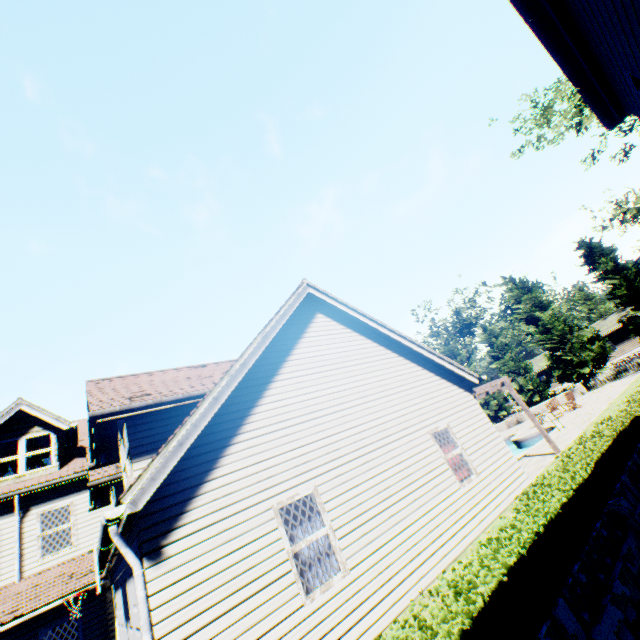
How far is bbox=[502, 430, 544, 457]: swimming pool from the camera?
15.92m

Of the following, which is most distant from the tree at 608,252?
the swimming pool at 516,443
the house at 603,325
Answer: the swimming pool at 516,443

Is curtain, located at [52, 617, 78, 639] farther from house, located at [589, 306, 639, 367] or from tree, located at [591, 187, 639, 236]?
house, located at [589, 306, 639, 367]

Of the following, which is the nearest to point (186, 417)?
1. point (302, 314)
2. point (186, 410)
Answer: point (186, 410)

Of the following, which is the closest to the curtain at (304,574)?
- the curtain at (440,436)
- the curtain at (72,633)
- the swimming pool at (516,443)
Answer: the curtain at (440,436)

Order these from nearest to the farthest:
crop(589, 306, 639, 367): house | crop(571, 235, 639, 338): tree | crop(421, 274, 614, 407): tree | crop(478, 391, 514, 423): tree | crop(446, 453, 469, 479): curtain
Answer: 1. crop(446, 453, 469, 479): curtain
2. crop(571, 235, 639, 338): tree
3. crop(421, 274, 614, 407): tree
4. crop(478, 391, 514, 423): tree
5. crop(589, 306, 639, 367): house

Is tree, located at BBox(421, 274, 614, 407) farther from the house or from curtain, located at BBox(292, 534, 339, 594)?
curtain, located at BBox(292, 534, 339, 594)

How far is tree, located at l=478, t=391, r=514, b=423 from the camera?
35.7m
